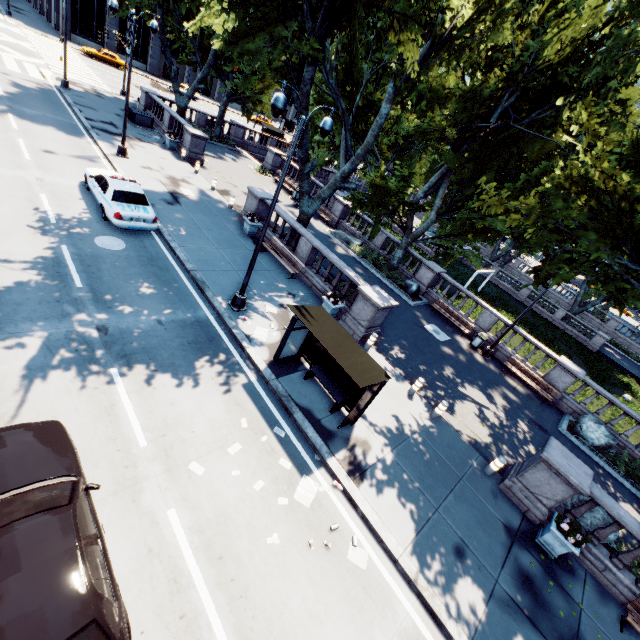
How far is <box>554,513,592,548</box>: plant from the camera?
9.0 meters

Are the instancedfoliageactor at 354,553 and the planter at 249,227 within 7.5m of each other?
no

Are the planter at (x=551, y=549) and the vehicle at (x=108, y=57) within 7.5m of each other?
no

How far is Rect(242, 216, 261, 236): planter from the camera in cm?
1809

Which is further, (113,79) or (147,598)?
(113,79)

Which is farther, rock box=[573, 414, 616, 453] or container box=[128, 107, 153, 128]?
container box=[128, 107, 153, 128]

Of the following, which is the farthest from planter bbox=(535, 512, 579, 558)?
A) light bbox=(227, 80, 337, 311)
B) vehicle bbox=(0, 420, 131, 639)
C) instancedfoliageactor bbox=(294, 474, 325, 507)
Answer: light bbox=(227, 80, 337, 311)

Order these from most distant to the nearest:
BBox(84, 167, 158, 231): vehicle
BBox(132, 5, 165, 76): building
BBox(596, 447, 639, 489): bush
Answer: BBox(132, 5, 165, 76): building < BBox(596, 447, 639, 489): bush < BBox(84, 167, 158, 231): vehicle
